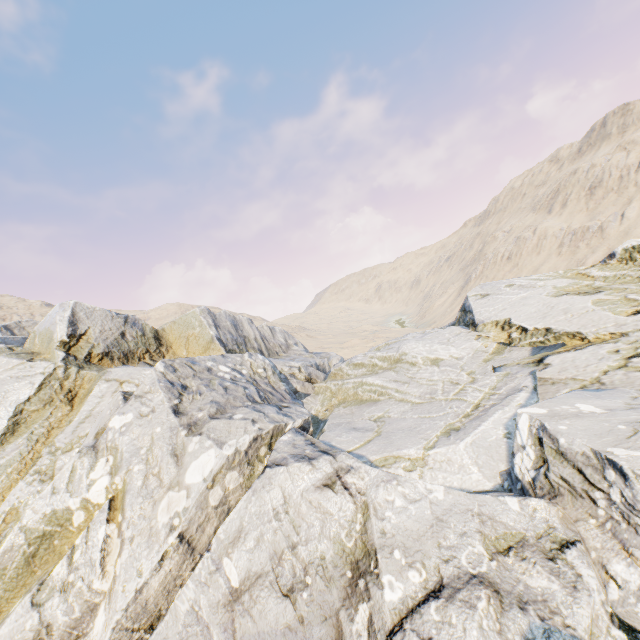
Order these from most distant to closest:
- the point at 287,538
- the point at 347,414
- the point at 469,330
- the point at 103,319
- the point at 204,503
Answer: the point at 103,319
the point at 469,330
the point at 347,414
the point at 204,503
the point at 287,538
